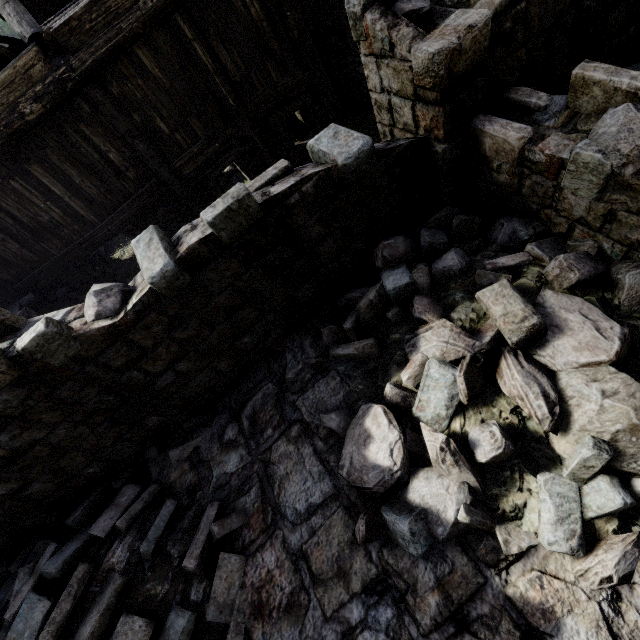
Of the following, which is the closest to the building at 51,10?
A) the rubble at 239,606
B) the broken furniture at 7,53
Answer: A: the rubble at 239,606

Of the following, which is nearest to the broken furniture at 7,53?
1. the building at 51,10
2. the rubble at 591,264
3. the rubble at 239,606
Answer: the building at 51,10

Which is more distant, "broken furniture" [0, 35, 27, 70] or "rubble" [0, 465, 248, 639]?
"broken furniture" [0, 35, 27, 70]

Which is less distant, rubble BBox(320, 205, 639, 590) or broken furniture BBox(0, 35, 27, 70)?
rubble BBox(320, 205, 639, 590)

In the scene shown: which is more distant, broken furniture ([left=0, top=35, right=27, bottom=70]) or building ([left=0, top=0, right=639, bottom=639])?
broken furniture ([left=0, top=35, right=27, bottom=70])

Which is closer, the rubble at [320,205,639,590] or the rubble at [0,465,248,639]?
the rubble at [320,205,639,590]

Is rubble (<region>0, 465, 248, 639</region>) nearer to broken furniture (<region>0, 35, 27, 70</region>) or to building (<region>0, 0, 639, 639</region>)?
building (<region>0, 0, 639, 639</region>)

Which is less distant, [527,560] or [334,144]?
[527,560]
